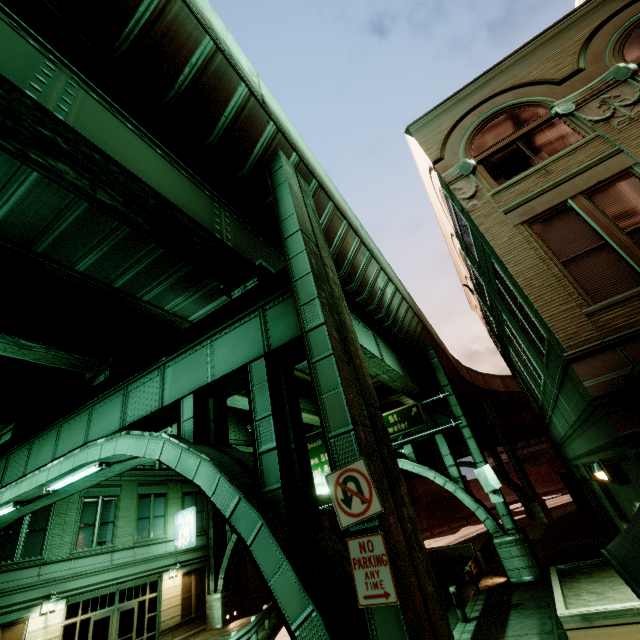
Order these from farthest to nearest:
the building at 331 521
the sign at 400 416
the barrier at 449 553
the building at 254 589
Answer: the building at 331 521, the building at 254 589, the barrier at 449 553, the sign at 400 416

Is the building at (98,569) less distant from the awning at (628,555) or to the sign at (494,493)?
the sign at (494,493)

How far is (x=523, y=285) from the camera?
6.6m

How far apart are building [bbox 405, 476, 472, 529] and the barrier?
33.7m

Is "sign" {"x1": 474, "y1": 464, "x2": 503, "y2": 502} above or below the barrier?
above

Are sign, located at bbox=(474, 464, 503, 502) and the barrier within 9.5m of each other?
yes

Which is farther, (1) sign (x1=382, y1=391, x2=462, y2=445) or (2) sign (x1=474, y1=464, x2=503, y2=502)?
(1) sign (x1=382, y1=391, x2=462, y2=445)

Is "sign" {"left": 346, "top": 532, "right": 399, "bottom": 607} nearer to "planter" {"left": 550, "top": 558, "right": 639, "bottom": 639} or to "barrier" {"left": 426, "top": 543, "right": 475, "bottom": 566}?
"planter" {"left": 550, "top": 558, "right": 639, "bottom": 639}
